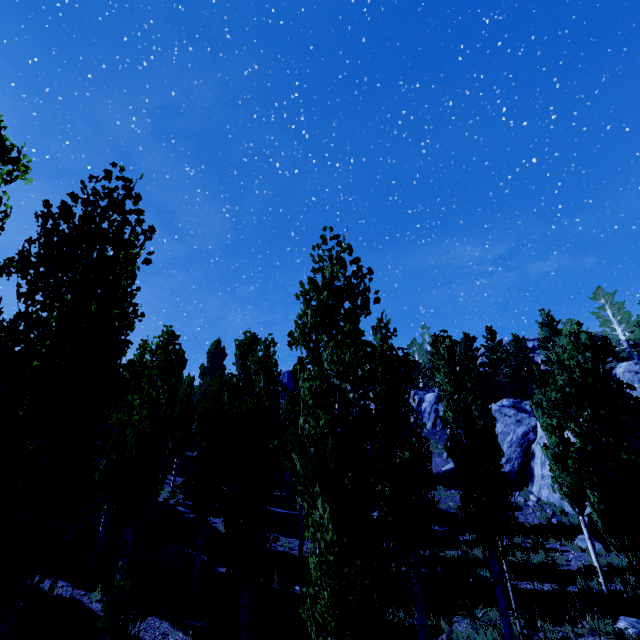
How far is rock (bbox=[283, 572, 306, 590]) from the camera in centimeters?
1350cm

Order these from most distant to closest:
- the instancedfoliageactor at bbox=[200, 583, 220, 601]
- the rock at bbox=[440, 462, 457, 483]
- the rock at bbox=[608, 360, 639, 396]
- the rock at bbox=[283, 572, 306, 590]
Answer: the rock at bbox=[608, 360, 639, 396] < the rock at bbox=[440, 462, 457, 483] < the rock at bbox=[283, 572, 306, 590] < the instancedfoliageactor at bbox=[200, 583, 220, 601]

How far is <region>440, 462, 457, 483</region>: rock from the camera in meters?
26.8

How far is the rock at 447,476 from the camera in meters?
26.8 m

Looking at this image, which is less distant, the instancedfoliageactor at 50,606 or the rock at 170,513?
the instancedfoliageactor at 50,606

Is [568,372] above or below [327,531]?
above

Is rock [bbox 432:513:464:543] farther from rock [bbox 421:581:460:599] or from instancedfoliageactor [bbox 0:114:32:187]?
rock [bbox 421:581:460:599]

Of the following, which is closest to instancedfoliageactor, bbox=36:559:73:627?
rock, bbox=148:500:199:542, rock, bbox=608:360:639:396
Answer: rock, bbox=608:360:639:396
